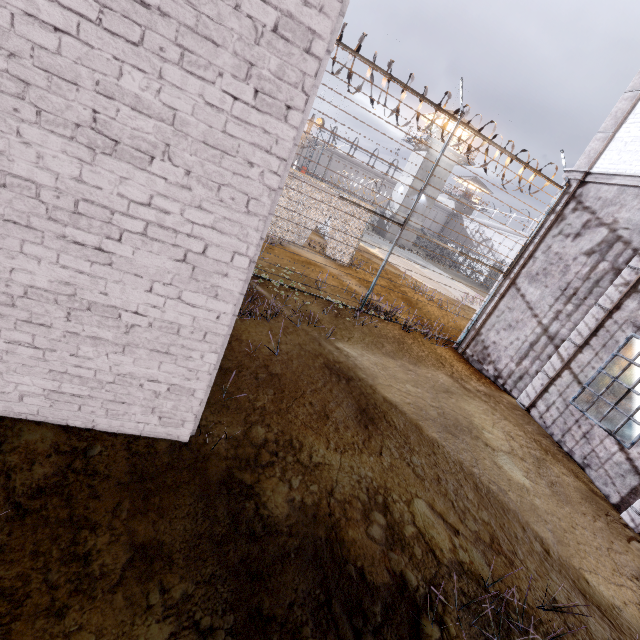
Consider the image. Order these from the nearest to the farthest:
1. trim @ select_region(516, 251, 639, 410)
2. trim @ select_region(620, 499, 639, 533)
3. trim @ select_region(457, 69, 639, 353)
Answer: trim @ select_region(620, 499, 639, 533), trim @ select_region(516, 251, 639, 410), trim @ select_region(457, 69, 639, 353)

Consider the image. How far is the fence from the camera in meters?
7.6 m

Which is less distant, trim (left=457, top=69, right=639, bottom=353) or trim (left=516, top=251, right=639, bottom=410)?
trim (left=516, top=251, right=639, bottom=410)

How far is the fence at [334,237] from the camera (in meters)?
7.60

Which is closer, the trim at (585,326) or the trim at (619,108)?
the trim at (585,326)

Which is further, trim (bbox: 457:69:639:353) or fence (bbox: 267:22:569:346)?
trim (bbox: 457:69:639:353)

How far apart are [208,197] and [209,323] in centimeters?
104cm
